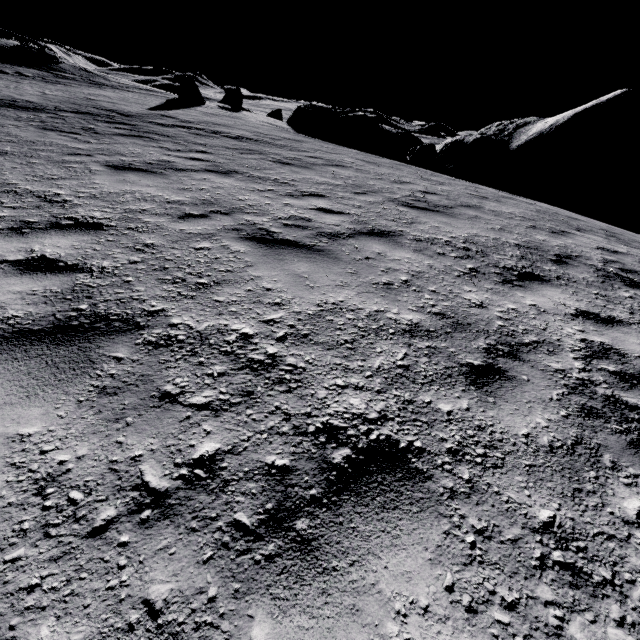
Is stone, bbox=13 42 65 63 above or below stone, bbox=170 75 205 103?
above

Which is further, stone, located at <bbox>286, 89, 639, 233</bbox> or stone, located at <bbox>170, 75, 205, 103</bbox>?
stone, located at <bbox>170, 75, 205, 103</bbox>

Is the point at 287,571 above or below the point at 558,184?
below

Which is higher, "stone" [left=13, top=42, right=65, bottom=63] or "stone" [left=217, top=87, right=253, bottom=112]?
"stone" [left=13, top=42, right=65, bottom=63]

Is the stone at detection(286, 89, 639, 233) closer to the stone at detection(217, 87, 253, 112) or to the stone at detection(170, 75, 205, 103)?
the stone at detection(217, 87, 253, 112)

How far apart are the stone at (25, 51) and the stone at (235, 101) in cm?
1134

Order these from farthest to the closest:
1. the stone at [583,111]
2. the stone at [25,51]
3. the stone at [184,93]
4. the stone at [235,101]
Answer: the stone at [235,101] < the stone at [25,51] < the stone at [184,93] < the stone at [583,111]
